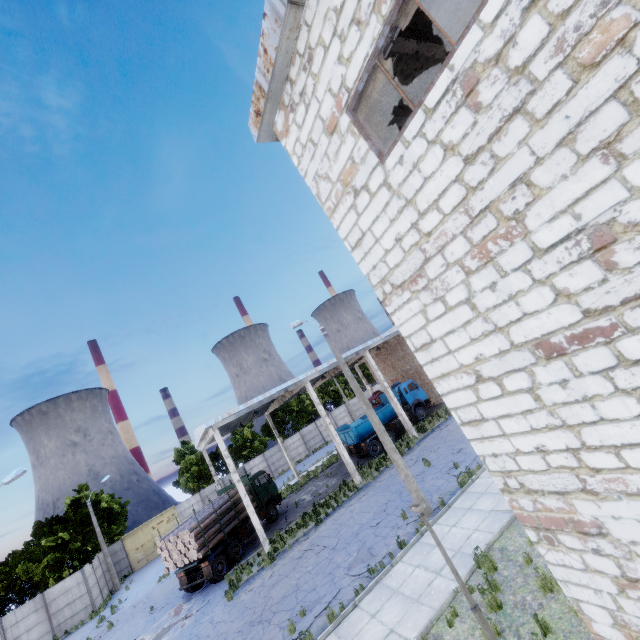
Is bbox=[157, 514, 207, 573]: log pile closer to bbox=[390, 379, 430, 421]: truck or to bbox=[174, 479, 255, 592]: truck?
bbox=[174, 479, 255, 592]: truck

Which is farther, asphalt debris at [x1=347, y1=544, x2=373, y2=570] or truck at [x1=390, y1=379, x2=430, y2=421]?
truck at [x1=390, y1=379, x2=430, y2=421]

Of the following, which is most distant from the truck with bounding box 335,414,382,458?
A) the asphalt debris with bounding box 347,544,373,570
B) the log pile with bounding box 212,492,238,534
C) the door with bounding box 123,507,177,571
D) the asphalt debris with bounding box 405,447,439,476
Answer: the door with bounding box 123,507,177,571

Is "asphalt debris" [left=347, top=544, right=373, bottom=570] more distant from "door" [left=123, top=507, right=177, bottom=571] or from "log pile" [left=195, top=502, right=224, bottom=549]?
"door" [left=123, top=507, right=177, bottom=571]

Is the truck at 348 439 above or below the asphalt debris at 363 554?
above

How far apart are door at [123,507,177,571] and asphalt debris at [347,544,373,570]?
34.6m

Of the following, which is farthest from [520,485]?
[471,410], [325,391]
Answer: [325,391]

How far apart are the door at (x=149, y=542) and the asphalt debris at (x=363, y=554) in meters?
34.6
